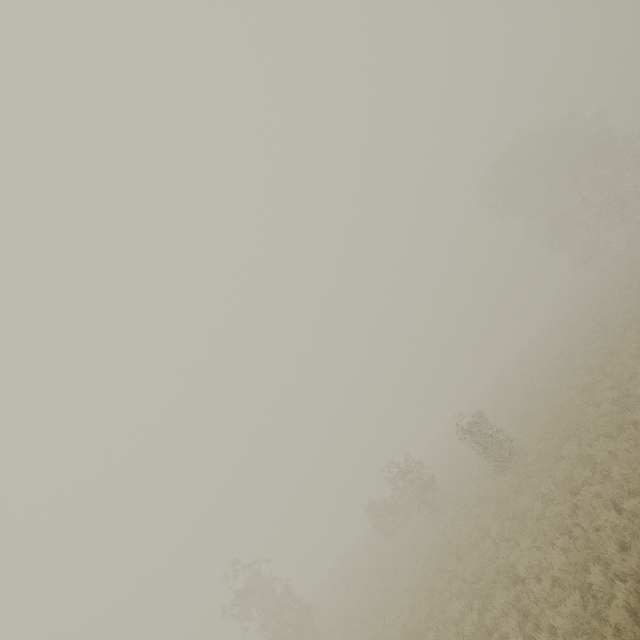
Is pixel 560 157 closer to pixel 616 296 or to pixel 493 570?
pixel 616 296
